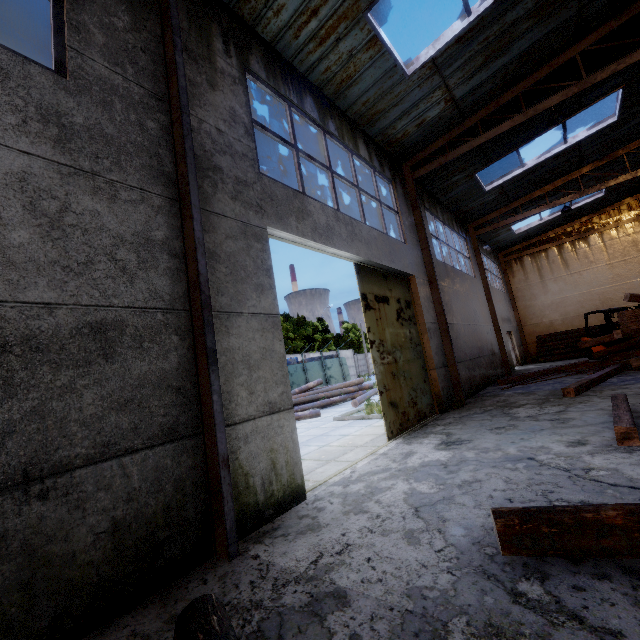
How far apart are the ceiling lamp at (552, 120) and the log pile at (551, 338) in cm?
1498

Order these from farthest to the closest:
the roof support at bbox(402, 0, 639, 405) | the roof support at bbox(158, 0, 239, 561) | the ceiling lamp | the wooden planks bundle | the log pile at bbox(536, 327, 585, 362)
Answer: the log pile at bbox(536, 327, 585, 362) < the wooden planks bundle < the ceiling lamp < the roof support at bbox(402, 0, 639, 405) < the roof support at bbox(158, 0, 239, 561)

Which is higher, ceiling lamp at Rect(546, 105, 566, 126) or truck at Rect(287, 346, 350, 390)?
ceiling lamp at Rect(546, 105, 566, 126)

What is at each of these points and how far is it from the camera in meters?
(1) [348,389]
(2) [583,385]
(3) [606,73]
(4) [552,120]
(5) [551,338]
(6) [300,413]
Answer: (1) log pile, 17.3 m
(2) wooden beam pile, 8.3 m
(3) roof support, 7.5 m
(4) ceiling lamp, 8.2 m
(5) log pile, 19.7 m
(6) log, 12.6 m

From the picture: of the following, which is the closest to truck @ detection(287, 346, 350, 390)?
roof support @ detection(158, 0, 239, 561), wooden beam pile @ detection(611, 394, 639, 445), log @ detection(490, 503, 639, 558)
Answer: wooden beam pile @ detection(611, 394, 639, 445)

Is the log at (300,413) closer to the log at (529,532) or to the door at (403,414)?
the door at (403,414)

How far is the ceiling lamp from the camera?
7.9m

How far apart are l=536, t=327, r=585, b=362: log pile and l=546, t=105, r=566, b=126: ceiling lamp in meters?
15.0 m
